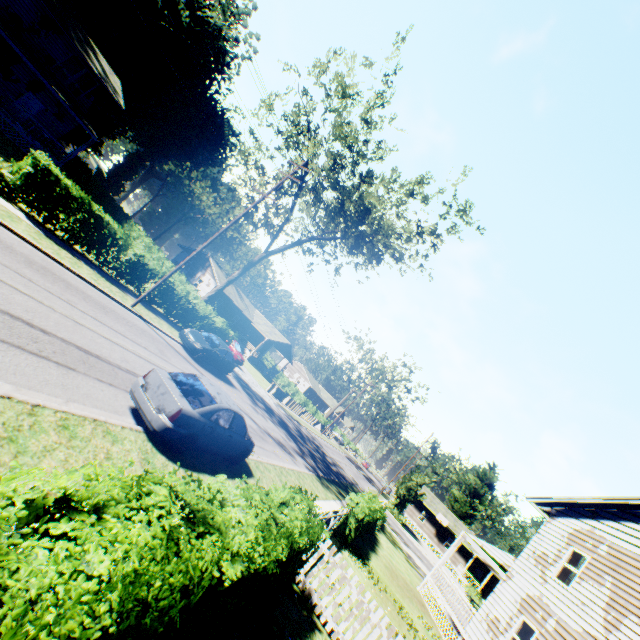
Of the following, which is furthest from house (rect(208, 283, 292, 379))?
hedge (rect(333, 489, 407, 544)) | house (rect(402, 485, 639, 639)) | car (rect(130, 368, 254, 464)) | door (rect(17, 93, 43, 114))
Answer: house (rect(402, 485, 639, 639))

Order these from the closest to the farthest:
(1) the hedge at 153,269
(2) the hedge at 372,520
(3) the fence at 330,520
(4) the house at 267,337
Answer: (3) the fence at 330,520 < (1) the hedge at 153,269 < (2) the hedge at 372,520 < (4) the house at 267,337

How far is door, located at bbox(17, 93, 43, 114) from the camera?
24.59m

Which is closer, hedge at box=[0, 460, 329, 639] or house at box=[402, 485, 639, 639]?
hedge at box=[0, 460, 329, 639]

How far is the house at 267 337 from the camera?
45.94m

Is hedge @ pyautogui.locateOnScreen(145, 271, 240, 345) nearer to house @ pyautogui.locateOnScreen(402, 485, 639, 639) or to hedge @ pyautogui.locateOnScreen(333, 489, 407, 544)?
hedge @ pyautogui.locateOnScreen(333, 489, 407, 544)

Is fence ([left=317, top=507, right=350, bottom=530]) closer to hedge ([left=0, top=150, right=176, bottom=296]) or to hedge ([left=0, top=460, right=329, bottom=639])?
hedge ([left=0, top=460, right=329, bottom=639])

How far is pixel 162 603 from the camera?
2.4m
